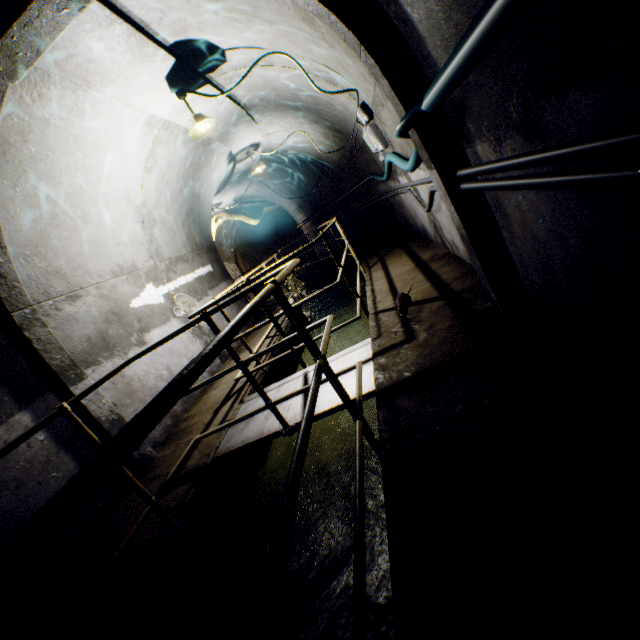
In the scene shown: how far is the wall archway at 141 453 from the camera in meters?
3.7

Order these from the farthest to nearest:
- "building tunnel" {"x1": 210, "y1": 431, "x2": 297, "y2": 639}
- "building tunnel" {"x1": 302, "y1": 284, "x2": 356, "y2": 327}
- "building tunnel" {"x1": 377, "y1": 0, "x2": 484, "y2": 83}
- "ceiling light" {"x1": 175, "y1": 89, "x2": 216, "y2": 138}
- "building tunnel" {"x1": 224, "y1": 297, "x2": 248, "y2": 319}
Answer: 1. "building tunnel" {"x1": 302, "y1": 284, "x2": 356, "y2": 327}
2. "building tunnel" {"x1": 224, "y1": 297, "x2": 248, "y2": 319}
3. "ceiling light" {"x1": 175, "y1": 89, "x2": 216, "y2": 138}
4. "building tunnel" {"x1": 210, "y1": 431, "x2": 297, "y2": 639}
5. "building tunnel" {"x1": 377, "y1": 0, "x2": 484, "y2": 83}

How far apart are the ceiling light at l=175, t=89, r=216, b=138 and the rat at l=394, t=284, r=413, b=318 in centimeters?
327cm

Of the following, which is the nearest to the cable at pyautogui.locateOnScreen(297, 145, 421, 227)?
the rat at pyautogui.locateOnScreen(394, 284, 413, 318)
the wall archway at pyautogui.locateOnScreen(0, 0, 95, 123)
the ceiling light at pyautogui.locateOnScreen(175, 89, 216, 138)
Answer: the wall archway at pyautogui.locateOnScreen(0, 0, 95, 123)

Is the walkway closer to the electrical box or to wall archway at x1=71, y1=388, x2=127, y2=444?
wall archway at x1=71, y1=388, x2=127, y2=444

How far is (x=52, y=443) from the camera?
3.3m

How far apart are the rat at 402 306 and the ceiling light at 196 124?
3.3m

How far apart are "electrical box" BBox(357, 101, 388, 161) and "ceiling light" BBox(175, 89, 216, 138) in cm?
216
